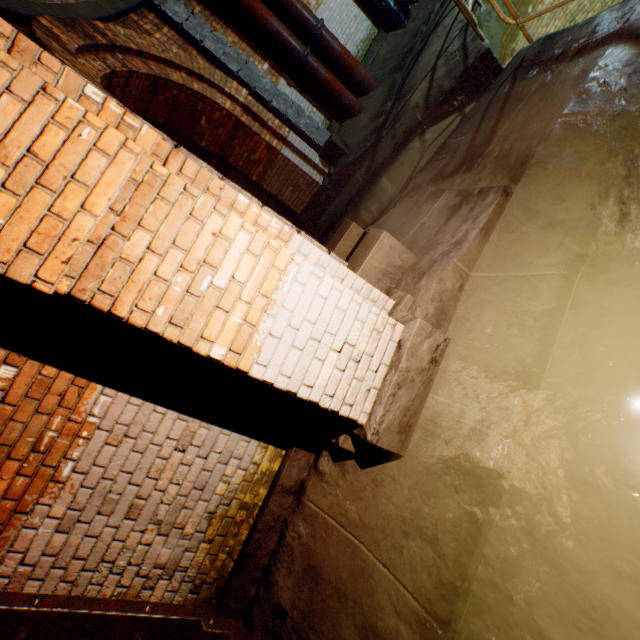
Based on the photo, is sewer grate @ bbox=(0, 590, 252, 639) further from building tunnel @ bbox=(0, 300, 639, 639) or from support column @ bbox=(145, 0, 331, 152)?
support column @ bbox=(145, 0, 331, 152)

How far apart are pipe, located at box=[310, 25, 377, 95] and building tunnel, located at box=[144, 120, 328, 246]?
3.4 meters

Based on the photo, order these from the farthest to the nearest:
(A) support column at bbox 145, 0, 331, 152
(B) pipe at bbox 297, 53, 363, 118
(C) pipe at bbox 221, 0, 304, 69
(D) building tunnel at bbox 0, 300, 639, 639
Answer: (B) pipe at bbox 297, 53, 363, 118
(C) pipe at bbox 221, 0, 304, 69
(A) support column at bbox 145, 0, 331, 152
(D) building tunnel at bbox 0, 300, 639, 639

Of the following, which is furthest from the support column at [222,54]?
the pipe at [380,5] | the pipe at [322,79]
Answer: the pipe at [380,5]

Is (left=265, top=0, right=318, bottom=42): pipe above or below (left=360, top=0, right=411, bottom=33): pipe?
above

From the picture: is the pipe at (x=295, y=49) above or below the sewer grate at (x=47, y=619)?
above

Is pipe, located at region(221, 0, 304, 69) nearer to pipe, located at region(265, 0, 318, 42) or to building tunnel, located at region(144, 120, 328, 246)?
pipe, located at region(265, 0, 318, 42)

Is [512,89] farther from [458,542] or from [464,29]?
[458,542]
